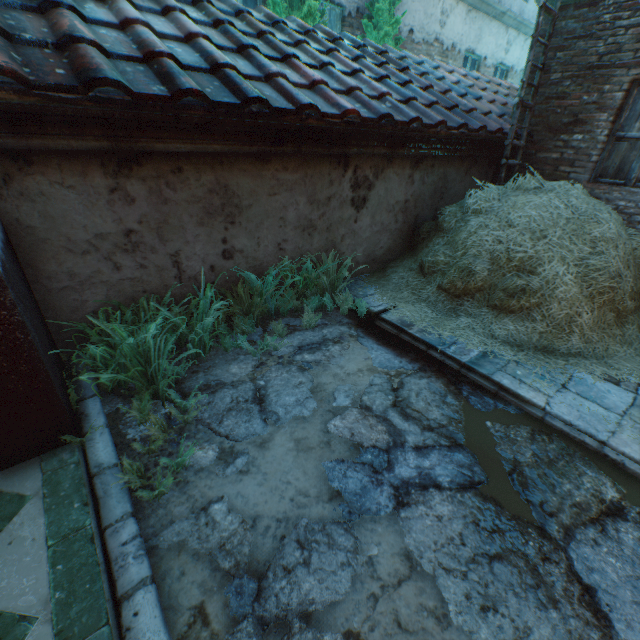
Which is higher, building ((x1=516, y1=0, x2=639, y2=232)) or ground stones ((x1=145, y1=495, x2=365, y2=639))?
building ((x1=516, y1=0, x2=639, y2=232))

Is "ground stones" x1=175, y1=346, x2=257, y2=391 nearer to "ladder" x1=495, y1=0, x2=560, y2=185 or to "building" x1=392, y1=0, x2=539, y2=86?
"ladder" x1=495, y1=0, x2=560, y2=185

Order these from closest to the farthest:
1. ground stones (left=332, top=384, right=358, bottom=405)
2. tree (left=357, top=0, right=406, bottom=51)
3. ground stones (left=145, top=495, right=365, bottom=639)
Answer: ground stones (left=145, top=495, right=365, bottom=639)
ground stones (left=332, top=384, right=358, bottom=405)
tree (left=357, top=0, right=406, bottom=51)

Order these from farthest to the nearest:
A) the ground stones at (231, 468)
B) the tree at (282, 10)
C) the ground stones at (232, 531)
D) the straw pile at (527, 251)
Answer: the tree at (282, 10)
the straw pile at (527, 251)
the ground stones at (231, 468)
the ground stones at (232, 531)

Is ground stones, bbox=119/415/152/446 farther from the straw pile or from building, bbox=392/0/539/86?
building, bbox=392/0/539/86

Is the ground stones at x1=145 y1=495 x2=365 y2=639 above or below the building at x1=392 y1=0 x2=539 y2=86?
below

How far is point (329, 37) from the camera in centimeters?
463cm

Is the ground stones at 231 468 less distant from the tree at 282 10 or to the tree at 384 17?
the tree at 282 10
